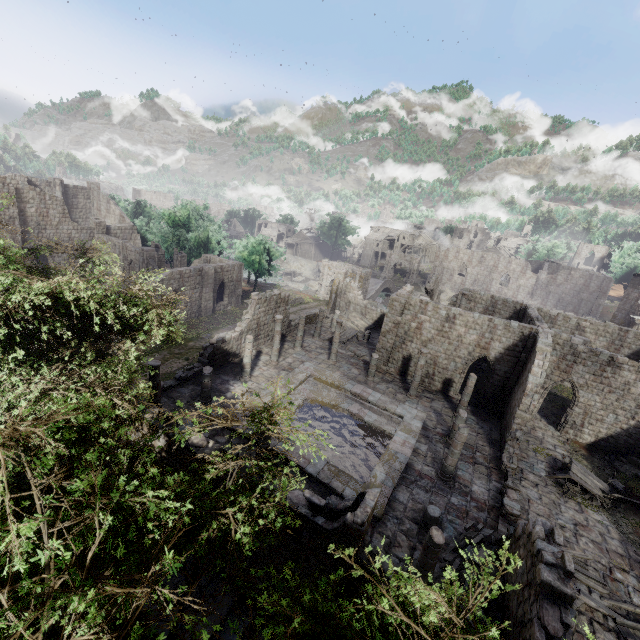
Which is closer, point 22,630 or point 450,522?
point 22,630

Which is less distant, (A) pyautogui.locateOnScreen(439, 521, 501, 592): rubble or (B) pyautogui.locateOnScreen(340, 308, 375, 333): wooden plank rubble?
(A) pyautogui.locateOnScreen(439, 521, 501, 592): rubble

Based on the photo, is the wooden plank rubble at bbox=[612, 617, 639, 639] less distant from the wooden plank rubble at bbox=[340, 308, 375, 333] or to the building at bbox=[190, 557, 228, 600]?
the building at bbox=[190, 557, 228, 600]

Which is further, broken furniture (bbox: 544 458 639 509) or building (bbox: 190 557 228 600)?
broken furniture (bbox: 544 458 639 509)

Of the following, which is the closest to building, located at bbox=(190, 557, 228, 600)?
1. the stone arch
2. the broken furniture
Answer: the broken furniture

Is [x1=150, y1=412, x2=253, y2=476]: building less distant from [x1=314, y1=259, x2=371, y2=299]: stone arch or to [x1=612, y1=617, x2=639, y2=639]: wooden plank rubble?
[x1=612, y1=617, x2=639, y2=639]: wooden plank rubble

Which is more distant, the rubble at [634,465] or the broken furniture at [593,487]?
the rubble at [634,465]

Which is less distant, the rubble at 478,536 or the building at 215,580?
the building at 215,580
